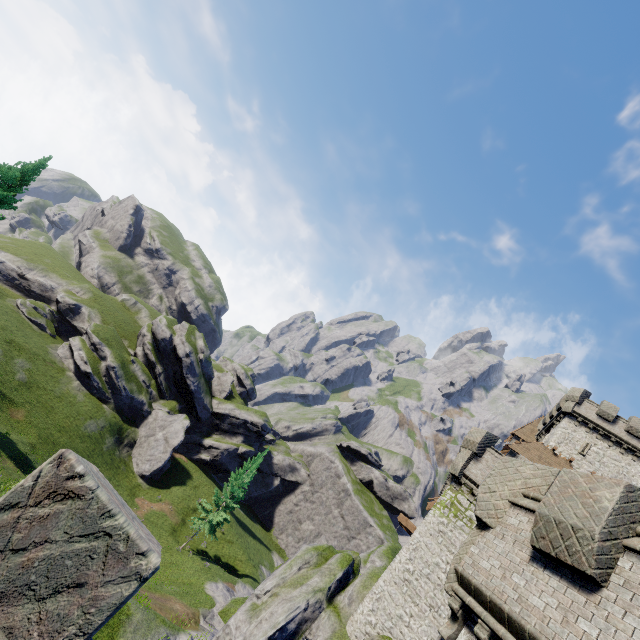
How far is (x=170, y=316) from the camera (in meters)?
59.00

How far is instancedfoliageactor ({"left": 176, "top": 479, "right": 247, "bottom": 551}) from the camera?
35.6 meters

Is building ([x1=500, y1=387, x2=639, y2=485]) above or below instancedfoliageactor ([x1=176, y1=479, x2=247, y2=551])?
above

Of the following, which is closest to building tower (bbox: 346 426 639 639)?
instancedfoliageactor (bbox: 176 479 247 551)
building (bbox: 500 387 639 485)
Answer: building (bbox: 500 387 639 485)

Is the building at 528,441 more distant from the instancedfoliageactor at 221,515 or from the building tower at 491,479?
the instancedfoliageactor at 221,515

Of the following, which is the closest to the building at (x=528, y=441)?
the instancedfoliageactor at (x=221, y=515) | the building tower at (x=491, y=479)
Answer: the building tower at (x=491, y=479)

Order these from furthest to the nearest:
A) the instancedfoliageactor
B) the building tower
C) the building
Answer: the instancedfoliageactor → the building → the building tower
